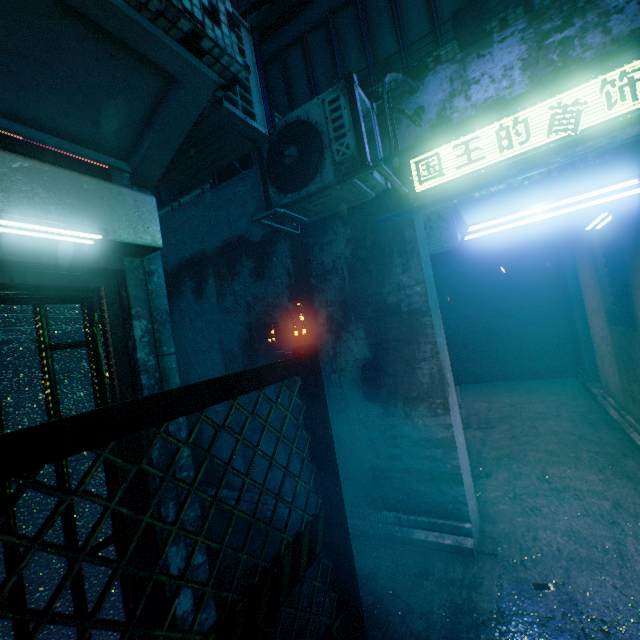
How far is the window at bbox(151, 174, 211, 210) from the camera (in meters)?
5.55

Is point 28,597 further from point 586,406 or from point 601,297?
point 586,406

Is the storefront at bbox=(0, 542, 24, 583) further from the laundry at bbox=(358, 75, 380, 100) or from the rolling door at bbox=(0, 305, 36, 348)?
the laundry at bbox=(358, 75, 380, 100)

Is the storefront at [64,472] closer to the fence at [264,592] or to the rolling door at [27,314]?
the rolling door at [27,314]

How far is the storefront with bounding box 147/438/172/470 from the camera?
1.7 meters

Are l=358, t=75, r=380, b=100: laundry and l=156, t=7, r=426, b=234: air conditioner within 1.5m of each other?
yes

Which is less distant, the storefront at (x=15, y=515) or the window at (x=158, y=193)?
the storefront at (x=15, y=515)

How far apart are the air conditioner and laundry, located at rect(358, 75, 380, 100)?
0.8m
